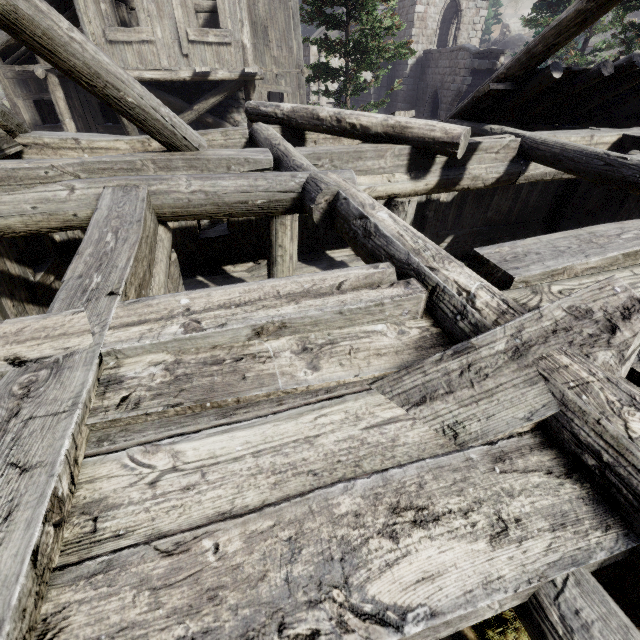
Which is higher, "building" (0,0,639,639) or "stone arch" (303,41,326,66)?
"stone arch" (303,41,326,66)

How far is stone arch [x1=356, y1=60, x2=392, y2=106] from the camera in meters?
26.7 m

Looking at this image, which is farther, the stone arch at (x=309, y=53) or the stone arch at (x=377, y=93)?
the stone arch at (x=377, y=93)

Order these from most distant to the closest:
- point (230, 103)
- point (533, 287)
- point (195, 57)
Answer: point (230, 103) → point (195, 57) → point (533, 287)

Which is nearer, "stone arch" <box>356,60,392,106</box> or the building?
the building

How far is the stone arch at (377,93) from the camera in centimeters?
2668cm

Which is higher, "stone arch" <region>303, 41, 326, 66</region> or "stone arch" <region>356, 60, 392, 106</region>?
"stone arch" <region>303, 41, 326, 66</region>
